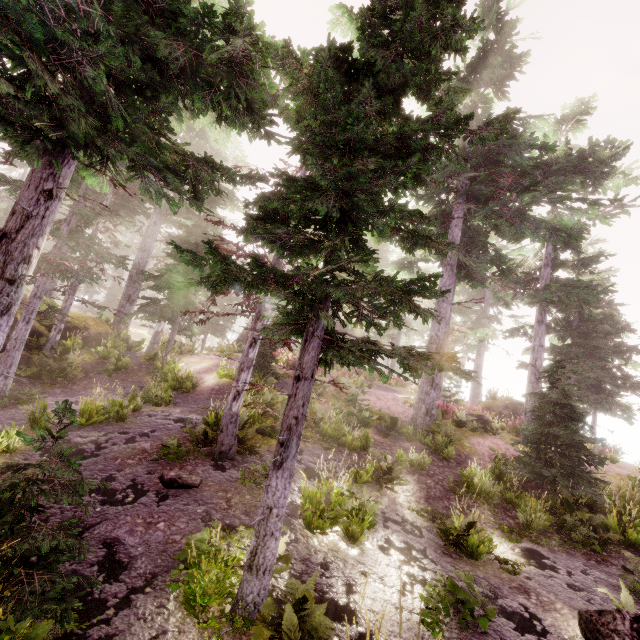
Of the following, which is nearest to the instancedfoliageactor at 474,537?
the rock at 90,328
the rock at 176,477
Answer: the rock at 90,328

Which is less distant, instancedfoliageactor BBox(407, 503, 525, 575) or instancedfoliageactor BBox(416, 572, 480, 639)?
instancedfoliageactor BBox(416, 572, 480, 639)

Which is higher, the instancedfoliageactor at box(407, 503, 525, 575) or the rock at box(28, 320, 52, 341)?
the rock at box(28, 320, 52, 341)

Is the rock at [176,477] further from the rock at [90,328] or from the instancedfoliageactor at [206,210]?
the rock at [90,328]

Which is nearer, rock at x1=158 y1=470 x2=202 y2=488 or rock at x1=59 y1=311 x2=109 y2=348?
rock at x1=158 y1=470 x2=202 y2=488

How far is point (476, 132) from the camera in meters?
4.9 m

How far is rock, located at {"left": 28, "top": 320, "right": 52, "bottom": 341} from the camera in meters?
15.0

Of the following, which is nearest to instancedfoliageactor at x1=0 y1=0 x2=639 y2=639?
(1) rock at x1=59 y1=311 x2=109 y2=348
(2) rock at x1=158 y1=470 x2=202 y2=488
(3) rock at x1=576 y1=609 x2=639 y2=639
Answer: (1) rock at x1=59 y1=311 x2=109 y2=348
